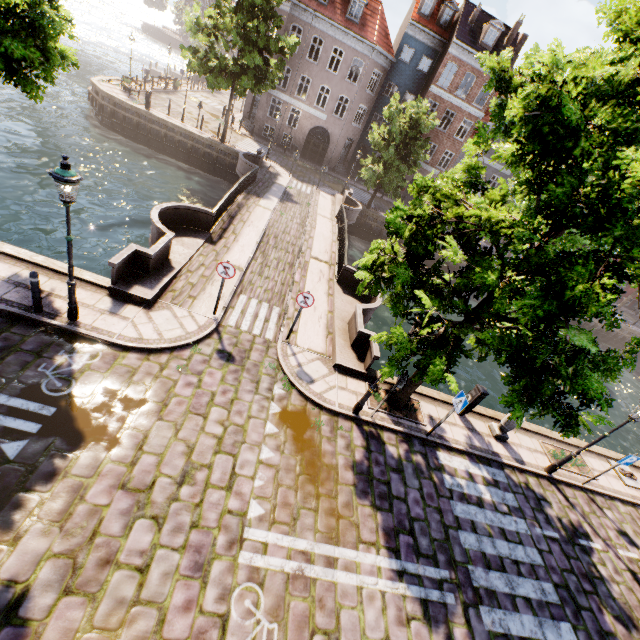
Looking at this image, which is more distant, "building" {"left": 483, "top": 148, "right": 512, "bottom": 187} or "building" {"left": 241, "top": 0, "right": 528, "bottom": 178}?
"building" {"left": 483, "top": 148, "right": 512, "bottom": 187}

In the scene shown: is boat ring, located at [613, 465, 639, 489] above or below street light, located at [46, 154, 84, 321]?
below

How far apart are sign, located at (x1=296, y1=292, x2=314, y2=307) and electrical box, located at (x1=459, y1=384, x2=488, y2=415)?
6.0 meters

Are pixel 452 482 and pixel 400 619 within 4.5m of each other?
yes

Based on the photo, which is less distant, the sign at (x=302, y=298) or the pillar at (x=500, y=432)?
the sign at (x=302, y=298)

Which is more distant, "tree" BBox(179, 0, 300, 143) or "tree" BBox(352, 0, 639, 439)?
"tree" BBox(179, 0, 300, 143)

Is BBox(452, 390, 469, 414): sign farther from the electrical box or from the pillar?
the pillar

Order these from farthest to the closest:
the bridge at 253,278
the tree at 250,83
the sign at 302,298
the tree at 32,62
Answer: the tree at 250,83 < the bridge at 253,278 < the sign at 302,298 < the tree at 32,62
